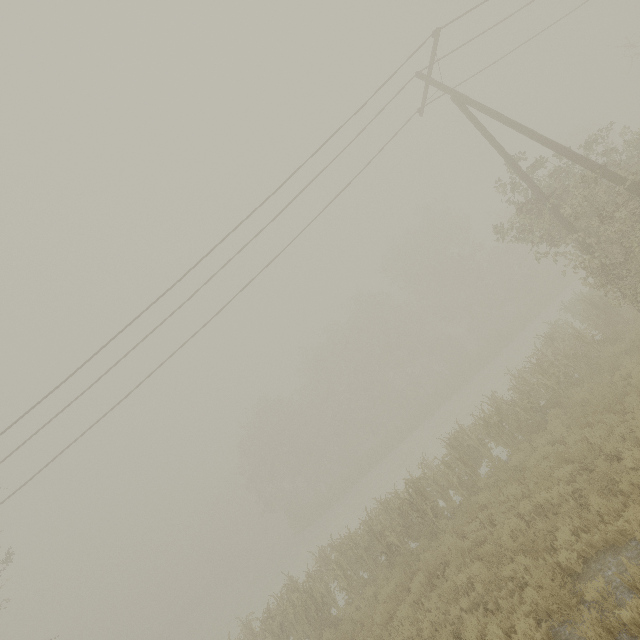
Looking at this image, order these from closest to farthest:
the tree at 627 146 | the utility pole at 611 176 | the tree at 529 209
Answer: the utility pole at 611 176 → the tree at 627 146 → the tree at 529 209

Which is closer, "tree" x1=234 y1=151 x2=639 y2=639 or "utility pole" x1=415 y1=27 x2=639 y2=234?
"utility pole" x1=415 y1=27 x2=639 y2=234

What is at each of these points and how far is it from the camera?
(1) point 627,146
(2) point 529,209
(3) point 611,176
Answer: (1) tree, 11.1 meters
(2) tree, 12.2 meters
(3) utility pole, 9.4 meters

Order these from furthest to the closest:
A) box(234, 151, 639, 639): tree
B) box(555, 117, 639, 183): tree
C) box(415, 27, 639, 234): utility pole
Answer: box(234, 151, 639, 639): tree < box(555, 117, 639, 183): tree < box(415, 27, 639, 234): utility pole

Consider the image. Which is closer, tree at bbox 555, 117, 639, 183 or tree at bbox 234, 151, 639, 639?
tree at bbox 555, 117, 639, 183

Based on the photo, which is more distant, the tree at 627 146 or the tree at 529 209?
the tree at 529 209
